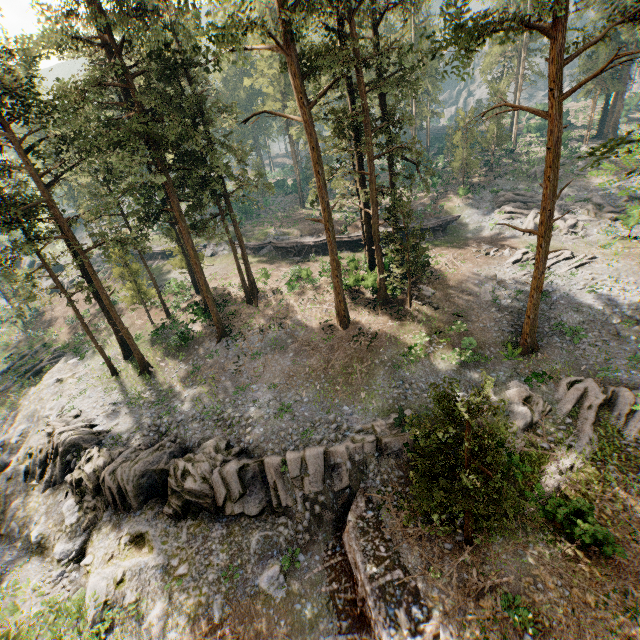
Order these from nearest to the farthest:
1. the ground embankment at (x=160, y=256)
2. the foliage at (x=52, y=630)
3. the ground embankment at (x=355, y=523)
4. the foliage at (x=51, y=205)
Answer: the foliage at (x=52, y=630), the ground embankment at (x=355, y=523), the foliage at (x=51, y=205), the ground embankment at (x=160, y=256)

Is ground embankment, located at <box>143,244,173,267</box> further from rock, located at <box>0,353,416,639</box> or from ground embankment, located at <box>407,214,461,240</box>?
rock, located at <box>0,353,416,639</box>

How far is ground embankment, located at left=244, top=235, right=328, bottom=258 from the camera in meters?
39.8

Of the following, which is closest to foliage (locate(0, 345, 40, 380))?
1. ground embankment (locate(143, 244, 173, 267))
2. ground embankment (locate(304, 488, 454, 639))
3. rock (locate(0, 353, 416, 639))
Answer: ground embankment (locate(304, 488, 454, 639))

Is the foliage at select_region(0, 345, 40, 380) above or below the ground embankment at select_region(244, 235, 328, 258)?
below

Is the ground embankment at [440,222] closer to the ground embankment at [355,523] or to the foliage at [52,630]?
the foliage at [52,630]

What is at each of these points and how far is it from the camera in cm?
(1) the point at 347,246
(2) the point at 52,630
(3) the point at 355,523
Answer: (1) ground embankment, 3938
(2) foliage, 935
(3) ground embankment, 1683
